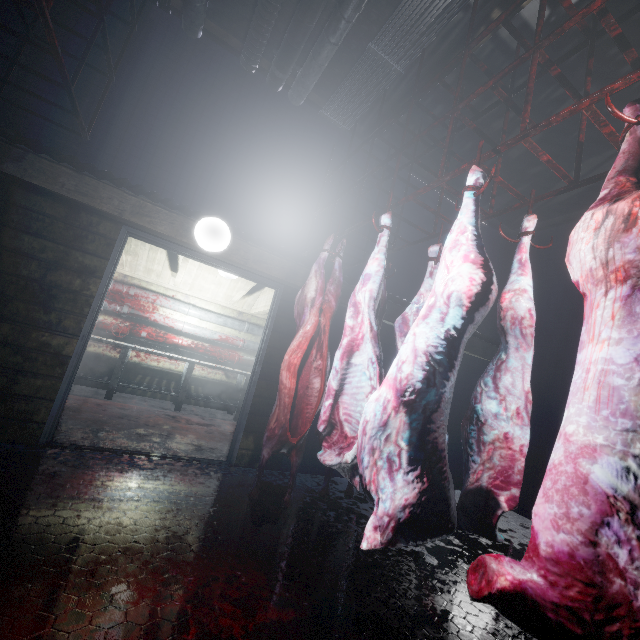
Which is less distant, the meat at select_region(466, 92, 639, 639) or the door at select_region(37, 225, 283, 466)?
the meat at select_region(466, 92, 639, 639)

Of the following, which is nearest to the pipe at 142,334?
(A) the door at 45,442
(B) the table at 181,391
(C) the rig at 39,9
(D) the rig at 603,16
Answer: (B) the table at 181,391

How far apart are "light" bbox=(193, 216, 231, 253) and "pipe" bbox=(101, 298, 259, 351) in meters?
3.5

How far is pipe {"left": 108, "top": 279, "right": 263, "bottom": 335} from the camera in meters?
5.5

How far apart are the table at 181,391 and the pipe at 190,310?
0.8 meters

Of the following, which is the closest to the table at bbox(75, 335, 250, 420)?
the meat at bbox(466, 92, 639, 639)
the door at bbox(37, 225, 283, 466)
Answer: the door at bbox(37, 225, 283, 466)

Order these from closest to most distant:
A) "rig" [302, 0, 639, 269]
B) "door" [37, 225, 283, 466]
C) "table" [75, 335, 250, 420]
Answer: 1. "rig" [302, 0, 639, 269]
2. "door" [37, 225, 283, 466]
3. "table" [75, 335, 250, 420]

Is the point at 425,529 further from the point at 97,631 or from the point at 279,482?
the point at 279,482
